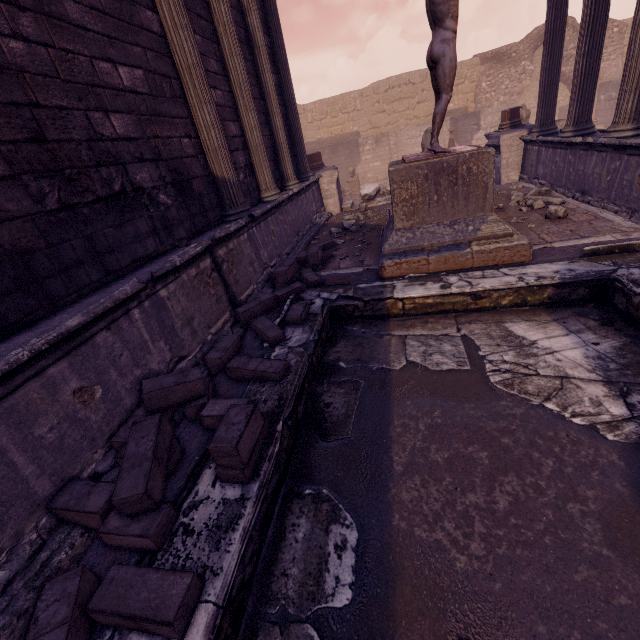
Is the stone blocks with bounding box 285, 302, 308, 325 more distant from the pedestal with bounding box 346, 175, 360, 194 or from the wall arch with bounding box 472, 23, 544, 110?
the wall arch with bounding box 472, 23, 544, 110

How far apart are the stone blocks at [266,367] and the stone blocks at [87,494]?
0.2 meters

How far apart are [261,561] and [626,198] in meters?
7.0

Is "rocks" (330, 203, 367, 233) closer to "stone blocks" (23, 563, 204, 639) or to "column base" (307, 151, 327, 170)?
"column base" (307, 151, 327, 170)

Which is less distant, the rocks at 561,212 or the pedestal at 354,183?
the rocks at 561,212

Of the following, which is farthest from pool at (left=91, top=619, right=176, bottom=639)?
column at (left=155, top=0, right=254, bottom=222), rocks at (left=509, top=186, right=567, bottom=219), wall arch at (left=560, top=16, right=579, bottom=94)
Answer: wall arch at (left=560, top=16, right=579, bottom=94)

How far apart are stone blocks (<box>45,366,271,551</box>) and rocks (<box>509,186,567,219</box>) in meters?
6.5 m

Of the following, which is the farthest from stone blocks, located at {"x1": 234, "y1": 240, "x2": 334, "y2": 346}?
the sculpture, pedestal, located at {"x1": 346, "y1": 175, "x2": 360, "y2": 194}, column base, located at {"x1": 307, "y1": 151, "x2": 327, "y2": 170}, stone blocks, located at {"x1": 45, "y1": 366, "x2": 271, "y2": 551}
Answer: pedestal, located at {"x1": 346, "y1": 175, "x2": 360, "y2": 194}
